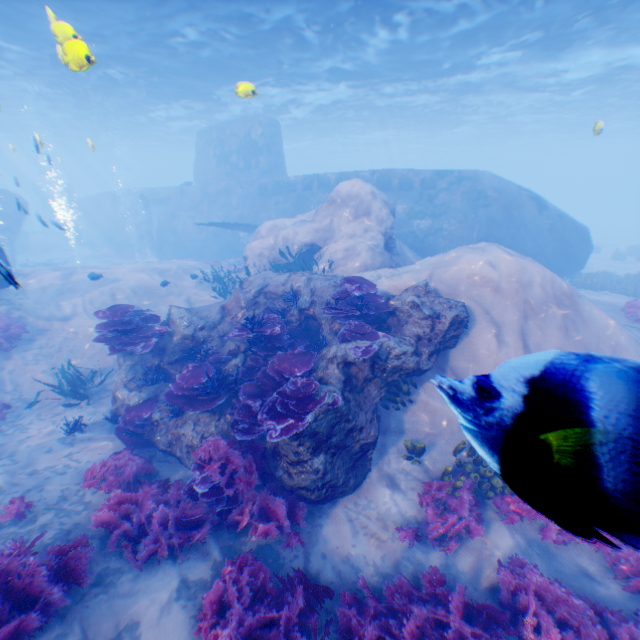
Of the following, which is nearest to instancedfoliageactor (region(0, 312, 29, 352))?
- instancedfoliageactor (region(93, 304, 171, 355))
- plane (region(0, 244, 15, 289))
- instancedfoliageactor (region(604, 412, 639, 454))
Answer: plane (region(0, 244, 15, 289))

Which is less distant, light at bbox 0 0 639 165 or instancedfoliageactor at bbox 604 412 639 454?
instancedfoliageactor at bbox 604 412 639 454

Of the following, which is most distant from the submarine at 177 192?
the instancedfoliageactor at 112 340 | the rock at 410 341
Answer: the instancedfoliageactor at 112 340

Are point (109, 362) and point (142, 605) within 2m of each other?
no

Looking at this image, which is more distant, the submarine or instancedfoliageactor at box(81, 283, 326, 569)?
the submarine

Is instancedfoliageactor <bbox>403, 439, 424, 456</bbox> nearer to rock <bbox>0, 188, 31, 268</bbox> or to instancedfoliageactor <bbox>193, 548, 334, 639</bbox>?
rock <bbox>0, 188, 31, 268</bbox>

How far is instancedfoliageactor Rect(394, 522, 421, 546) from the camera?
5.52m

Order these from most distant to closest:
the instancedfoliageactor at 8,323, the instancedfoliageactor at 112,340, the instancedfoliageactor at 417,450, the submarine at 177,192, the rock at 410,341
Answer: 1. the submarine at 177,192
2. the instancedfoliageactor at 8,323
3. the instancedfoliageactor at 112,340
4. the instancedfoliageactor at 417,450
5. the rock at 410,341
